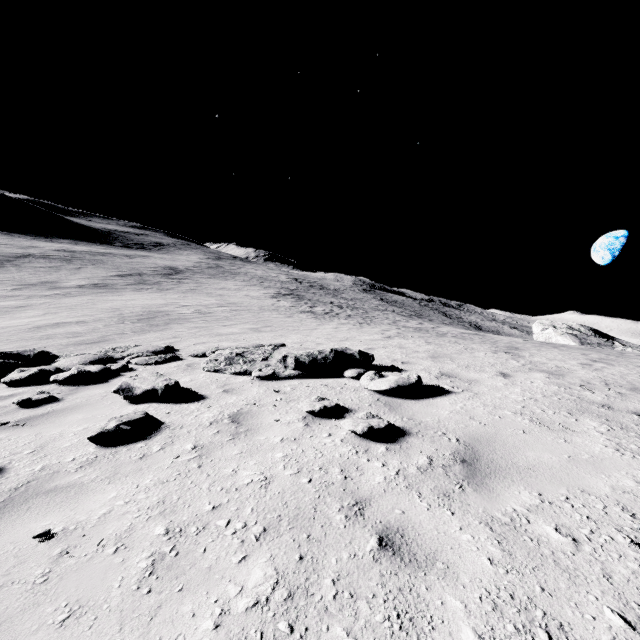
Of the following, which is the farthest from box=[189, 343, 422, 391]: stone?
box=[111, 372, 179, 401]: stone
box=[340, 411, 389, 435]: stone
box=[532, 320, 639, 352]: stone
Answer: box=[532, 320, 639, 352]: stone

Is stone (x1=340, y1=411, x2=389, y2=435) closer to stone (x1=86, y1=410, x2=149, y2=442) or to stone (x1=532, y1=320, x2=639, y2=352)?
stone (x1=86, y1=410, x2=149, y2=442)

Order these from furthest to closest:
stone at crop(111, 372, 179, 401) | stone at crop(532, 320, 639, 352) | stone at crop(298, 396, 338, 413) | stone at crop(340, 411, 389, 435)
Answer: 1. stone at crop(532, 320, 639, 352)
2. stone at crop(111, 372, 179, 401)
3. stone at crop(298, 396, 338, 413)
4. stone at crop(340, 411, 389, 435)

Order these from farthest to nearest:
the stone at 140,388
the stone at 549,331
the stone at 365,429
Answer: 1. the stone at 549,331
2. the stone at 140,388
3. the stone at 365,429

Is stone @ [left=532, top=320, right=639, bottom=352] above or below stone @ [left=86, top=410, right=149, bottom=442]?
above

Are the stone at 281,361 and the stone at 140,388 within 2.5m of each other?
yes

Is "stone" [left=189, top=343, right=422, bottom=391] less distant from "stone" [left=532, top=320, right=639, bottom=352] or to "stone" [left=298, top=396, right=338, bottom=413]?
"stone" [left=298, top=396, right=338, bottom=413]

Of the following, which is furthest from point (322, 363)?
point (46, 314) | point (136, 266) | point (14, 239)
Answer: point (14, 239)
